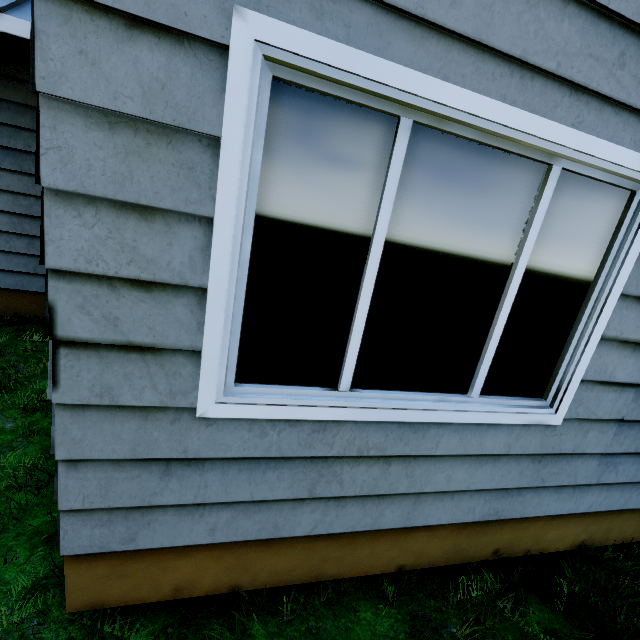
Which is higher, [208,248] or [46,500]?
[208,248]
